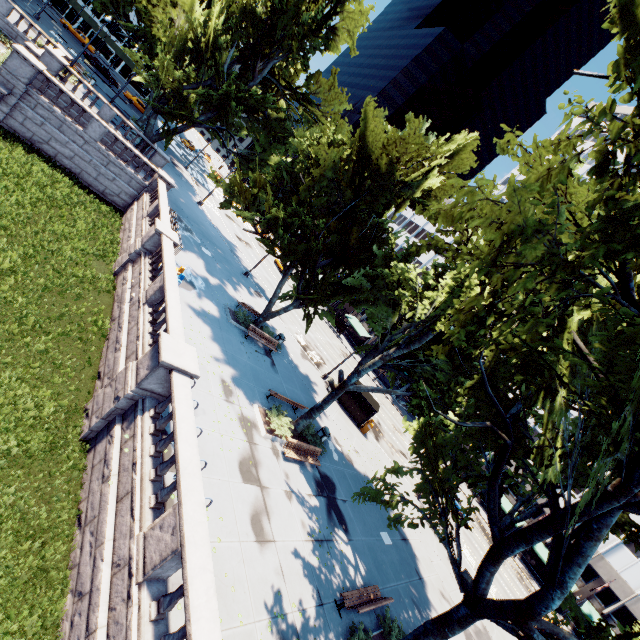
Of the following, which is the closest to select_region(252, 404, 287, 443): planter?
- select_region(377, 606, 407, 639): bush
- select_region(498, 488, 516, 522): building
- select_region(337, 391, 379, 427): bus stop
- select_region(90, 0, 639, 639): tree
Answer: select_region(90, 0, 639, 639): tree

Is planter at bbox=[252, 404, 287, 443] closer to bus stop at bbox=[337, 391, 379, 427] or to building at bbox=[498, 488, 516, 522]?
bus stop at bbox=[337, 391, 379, 427]

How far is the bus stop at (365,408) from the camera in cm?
2773

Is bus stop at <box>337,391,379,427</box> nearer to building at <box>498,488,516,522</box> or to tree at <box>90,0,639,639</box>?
building at <box>498,488,516,522</box>

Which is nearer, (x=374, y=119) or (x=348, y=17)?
(x=374, y=119)

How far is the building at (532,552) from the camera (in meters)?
43.66

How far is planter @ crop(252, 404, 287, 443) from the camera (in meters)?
15.43

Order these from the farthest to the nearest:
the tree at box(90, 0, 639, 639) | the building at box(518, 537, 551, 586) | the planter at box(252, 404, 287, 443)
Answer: the building at box(518, 537, 551, 586) → the planter at box(252, 404, 287, 443) → the tree at box(90, 0, 639, 639)
